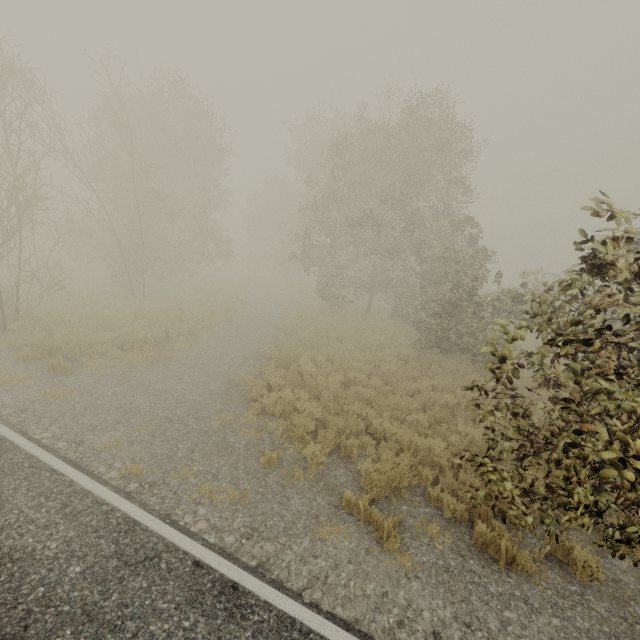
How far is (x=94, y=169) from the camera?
19.7 meters
